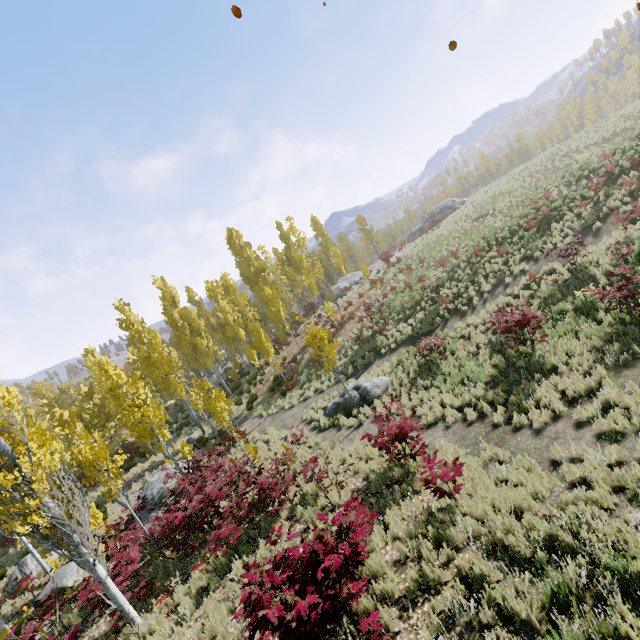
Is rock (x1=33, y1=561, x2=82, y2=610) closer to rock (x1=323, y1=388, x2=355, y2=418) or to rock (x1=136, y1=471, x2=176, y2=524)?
rock (x1=136, y1=471, x2=176, y2=524)

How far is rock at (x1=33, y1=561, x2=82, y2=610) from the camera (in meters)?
12.40

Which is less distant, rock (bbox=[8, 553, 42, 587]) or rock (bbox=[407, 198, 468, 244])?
rock (bbox=[8, 553, 42, 587])

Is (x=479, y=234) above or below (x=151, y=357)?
below

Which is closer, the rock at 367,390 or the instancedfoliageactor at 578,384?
the instancedfoliageactor at 578,384

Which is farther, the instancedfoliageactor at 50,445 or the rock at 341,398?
the rock at 341,398

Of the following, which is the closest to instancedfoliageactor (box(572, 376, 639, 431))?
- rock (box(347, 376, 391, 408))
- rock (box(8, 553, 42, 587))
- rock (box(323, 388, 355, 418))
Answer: rock (box(347, 376, 391, 408))

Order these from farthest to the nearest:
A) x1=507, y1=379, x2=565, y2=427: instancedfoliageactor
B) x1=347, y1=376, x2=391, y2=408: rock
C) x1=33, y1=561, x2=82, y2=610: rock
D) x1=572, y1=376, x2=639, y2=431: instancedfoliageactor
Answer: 1. x1=347, y1=376, x2=391, y2=408: rock
2. x1=33, y1=561, x2=82, y2=610: rock
3. x1=507, y1=379, x2=565, y2=427: instancedfoliageactor
4. x1=572, y1=376, x2=639, y2=431: instancedfoliageactor
